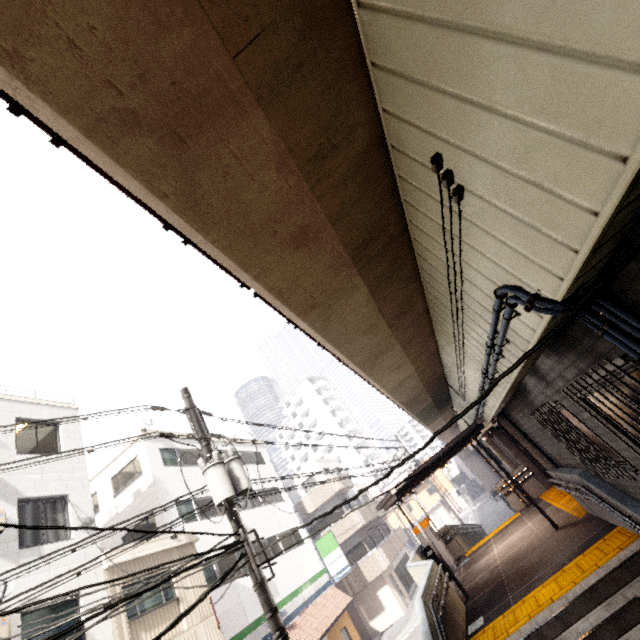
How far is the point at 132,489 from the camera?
15.9m

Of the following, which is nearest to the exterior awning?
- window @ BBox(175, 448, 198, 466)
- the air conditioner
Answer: the air conditioner

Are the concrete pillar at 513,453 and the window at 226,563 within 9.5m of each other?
no

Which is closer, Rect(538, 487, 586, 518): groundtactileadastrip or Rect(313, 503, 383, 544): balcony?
Rect(538, 487, 586, 518): groundtactileadastrip

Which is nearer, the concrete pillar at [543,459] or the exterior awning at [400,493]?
the concrete pillar at [543,459]

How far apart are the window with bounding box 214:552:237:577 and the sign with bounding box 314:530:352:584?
7.81m

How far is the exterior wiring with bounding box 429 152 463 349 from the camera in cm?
232

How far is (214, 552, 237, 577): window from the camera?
14.98m
